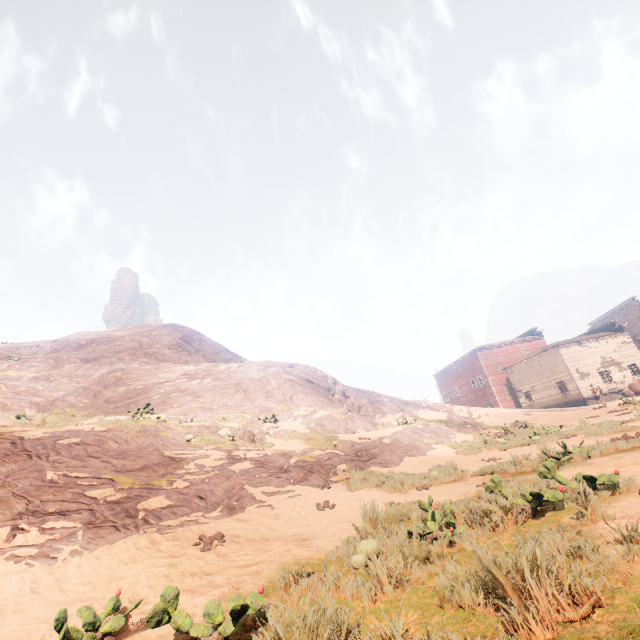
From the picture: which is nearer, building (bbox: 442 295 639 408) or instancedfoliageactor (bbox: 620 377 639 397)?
instancedfoliageactor (bbox: 620 377 639 397)

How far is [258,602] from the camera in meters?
2.8

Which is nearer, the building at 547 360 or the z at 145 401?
the z at 145 401

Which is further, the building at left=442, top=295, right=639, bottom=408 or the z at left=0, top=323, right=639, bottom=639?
the building at left=442, top=295, right=639, bottom=408

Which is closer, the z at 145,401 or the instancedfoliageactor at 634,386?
the z at 145,401

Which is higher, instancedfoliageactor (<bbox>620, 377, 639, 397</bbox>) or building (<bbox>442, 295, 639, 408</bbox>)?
building (<bbox>442, 295, 639, 408</bbox>)

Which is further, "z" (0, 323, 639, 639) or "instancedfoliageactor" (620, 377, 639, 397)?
"instancedfoliageactor" (620, 377, 639, 397)

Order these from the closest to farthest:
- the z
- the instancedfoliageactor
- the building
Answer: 1. the z
2. the instancedfoliageactor
3. the building
